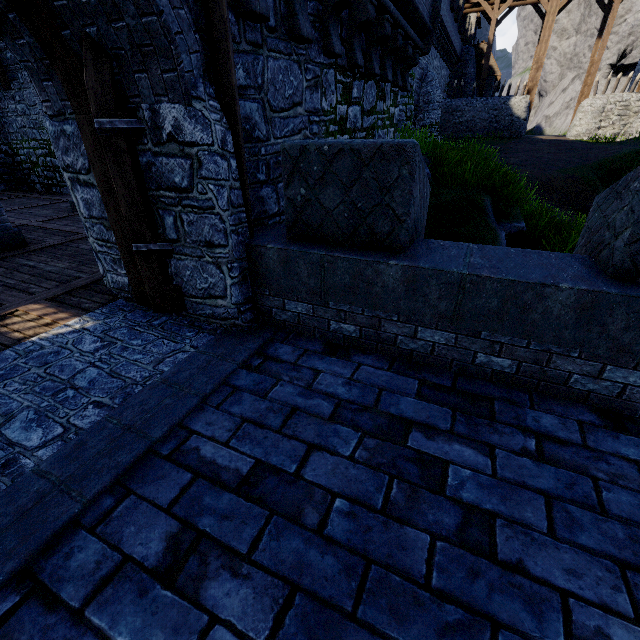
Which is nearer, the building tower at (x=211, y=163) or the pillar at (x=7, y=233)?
the building tower at (x=211, y=163)

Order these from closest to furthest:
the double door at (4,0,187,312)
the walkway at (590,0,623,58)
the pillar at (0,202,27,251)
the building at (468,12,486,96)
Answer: the double door at (4,0,187,312) → the pillar at (0,202,27,251) → the walkway at (590,0,623,58) → the building at (468,12,486,96)

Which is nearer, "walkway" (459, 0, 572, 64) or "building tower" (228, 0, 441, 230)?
"building tower" (228, 0, 441, 230)

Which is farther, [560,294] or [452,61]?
[452,61]

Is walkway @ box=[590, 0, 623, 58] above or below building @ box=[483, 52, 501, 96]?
above

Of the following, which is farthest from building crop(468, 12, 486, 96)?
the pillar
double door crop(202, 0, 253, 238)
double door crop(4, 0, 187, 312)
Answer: double door crop(4, 0, 187, 312)

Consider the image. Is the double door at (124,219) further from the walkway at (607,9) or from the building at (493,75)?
the building at (493,75)

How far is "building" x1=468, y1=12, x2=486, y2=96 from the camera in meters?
34.3
